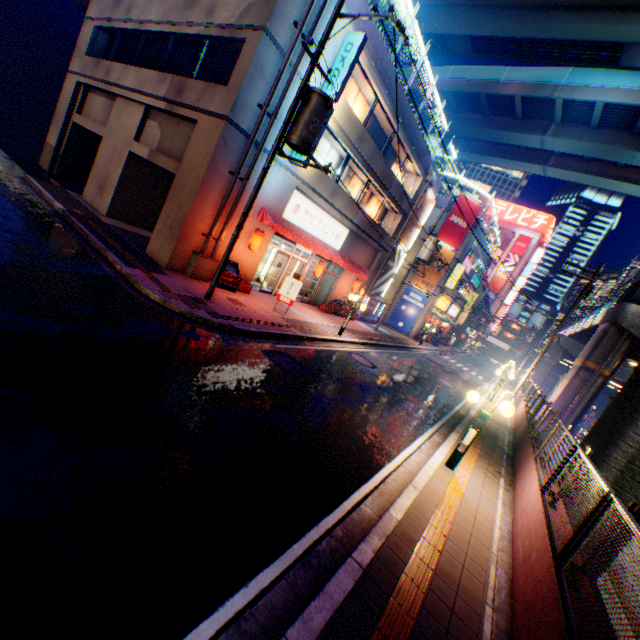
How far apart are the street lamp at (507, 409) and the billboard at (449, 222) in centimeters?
2432cm

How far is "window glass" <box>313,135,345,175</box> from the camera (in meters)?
16.07

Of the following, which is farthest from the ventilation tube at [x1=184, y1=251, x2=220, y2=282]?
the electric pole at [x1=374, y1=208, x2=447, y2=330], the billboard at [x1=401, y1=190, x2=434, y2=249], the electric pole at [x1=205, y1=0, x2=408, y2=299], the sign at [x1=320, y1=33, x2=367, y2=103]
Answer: the billboard at [x1=401, y1=190, x2=434, y2=249]

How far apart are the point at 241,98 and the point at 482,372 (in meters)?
37.74

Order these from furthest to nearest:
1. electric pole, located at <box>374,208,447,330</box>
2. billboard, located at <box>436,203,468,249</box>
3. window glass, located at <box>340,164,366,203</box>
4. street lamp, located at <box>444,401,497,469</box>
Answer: billboard, located at <box>436,203,468,249</box>
electric pole, located at <box>374,208,447,330</box>
window glass, located at <box>340,164,366,203</box>
street lamp, located at <box>444,401,497,469</box>

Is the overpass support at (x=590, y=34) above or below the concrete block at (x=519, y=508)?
above

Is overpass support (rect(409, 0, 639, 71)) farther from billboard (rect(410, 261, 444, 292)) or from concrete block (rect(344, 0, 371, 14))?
billboard (rect(410, 261, 444, 292))

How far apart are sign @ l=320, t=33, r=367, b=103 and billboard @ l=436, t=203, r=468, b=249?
18.99m
